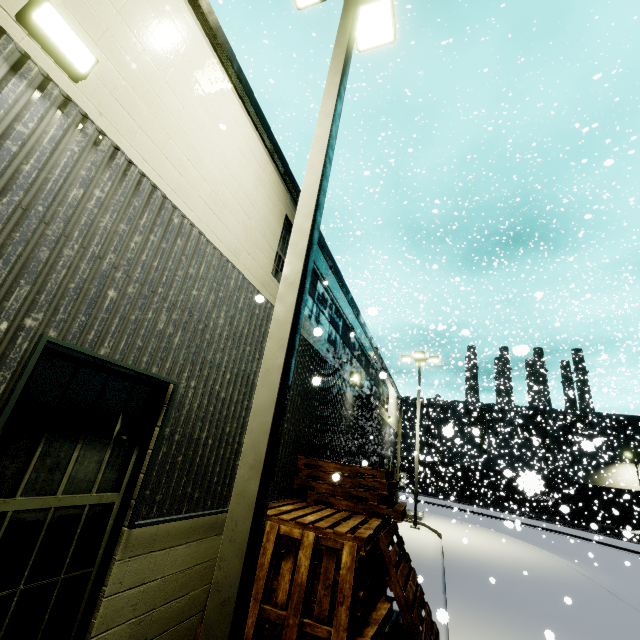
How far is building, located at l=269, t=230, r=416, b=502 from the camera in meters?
7.1 m

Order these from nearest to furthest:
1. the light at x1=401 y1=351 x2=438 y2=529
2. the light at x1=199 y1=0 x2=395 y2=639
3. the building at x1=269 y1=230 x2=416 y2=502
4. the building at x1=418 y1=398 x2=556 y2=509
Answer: the light at x1=199 y1=0 x2=395 y2=639, the building at x1=269 y1=230 x2=416 y2=502, the light at x1=401 y1=351 x2=438 y2=529, the building at x1=418 y1=398 x2=556 y2=509

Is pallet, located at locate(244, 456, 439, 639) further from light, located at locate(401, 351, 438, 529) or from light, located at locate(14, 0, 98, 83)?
light, located at locate(401, 351, 438, 529)

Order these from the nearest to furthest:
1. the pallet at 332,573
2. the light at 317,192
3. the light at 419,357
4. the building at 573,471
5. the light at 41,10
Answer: the light at 317,192 → the light at 41,10 → the pallet at 332,573 → the light at 419,357 → the building at 573,471

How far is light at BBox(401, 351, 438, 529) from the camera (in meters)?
18.08

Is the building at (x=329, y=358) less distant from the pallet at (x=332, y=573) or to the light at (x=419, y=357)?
the pallet at (x=332, y=573)

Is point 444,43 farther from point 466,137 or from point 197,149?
point 466,137
